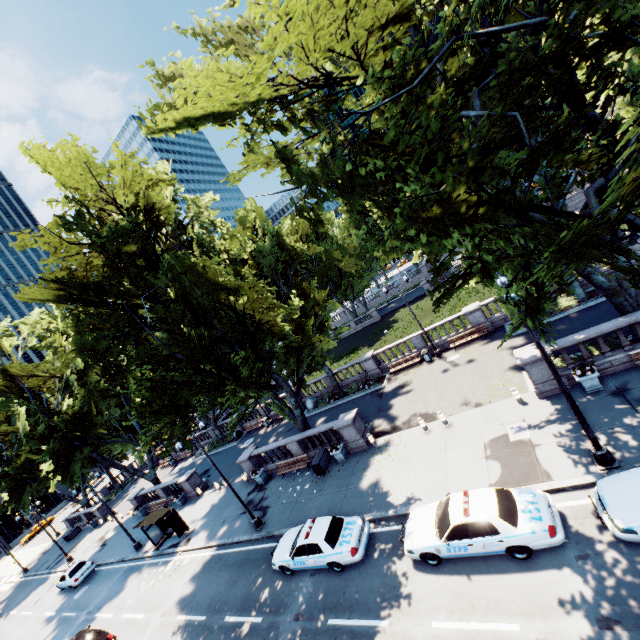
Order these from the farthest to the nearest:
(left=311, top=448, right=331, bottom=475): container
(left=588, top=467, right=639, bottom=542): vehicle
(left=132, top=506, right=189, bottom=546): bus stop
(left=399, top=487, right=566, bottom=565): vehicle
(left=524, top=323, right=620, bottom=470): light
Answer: (left=132, top=506, right=189, bottom=546): bus stop
(left=311, top=448, right=331, bottom=475): container
(left=524, top=323, right=620, bottom=470): light
(left=399, top=487, right=566, bottom=565): vehicle
(left=588, top=467, right=639, bottom=542): vehicle

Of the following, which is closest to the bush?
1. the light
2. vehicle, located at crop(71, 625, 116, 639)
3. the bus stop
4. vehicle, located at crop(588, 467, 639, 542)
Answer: the light

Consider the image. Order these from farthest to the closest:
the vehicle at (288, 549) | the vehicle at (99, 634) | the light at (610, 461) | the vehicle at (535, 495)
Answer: the vehicle at (99, 634) < the vehicle at (288, 549) < the light at (610, 461) < the vehicle at (535, 495)

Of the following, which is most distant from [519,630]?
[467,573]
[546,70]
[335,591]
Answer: [546,70]

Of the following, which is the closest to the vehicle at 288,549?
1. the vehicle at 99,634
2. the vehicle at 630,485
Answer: the vehicle at 630,485

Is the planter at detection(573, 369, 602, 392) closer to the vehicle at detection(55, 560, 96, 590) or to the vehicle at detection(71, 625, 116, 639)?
the vehicle at detection(71, 625, 116, 639)

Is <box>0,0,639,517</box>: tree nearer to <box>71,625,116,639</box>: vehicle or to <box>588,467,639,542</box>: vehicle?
<box>588,467,639,542</box>: vehicle

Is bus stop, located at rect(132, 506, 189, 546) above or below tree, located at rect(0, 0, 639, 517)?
below
